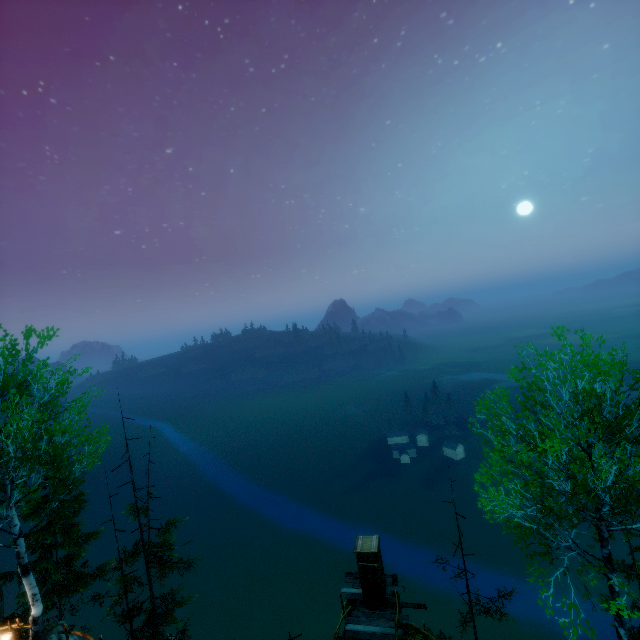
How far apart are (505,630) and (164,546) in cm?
7129

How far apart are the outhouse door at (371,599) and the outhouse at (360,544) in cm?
Result: 2

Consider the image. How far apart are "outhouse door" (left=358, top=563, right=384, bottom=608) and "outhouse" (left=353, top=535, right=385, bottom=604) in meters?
0.0

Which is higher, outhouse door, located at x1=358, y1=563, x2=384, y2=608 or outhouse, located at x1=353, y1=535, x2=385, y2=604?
outhouse, located at x1=353, y1=535, x2=385, y2=604

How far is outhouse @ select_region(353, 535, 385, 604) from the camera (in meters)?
15.51

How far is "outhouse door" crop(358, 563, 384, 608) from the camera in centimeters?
1534cm

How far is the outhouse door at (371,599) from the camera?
15.34m
